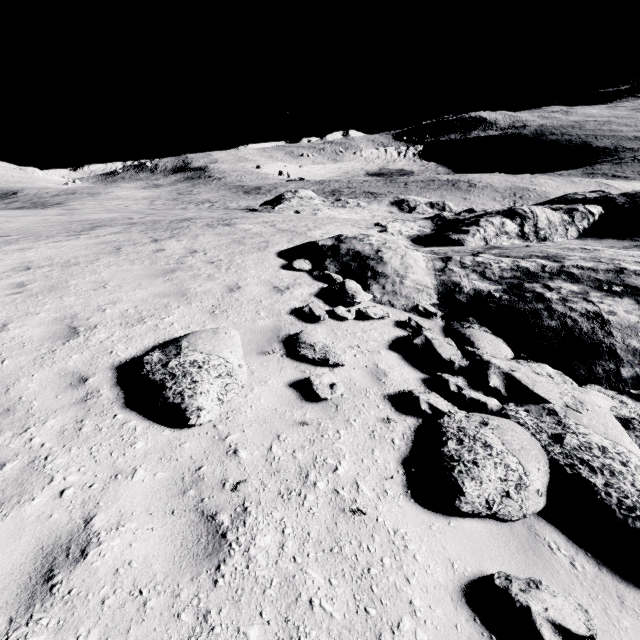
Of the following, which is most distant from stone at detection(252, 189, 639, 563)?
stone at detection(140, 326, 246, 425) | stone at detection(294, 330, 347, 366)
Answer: stone at detection(140, 326, 246, 425)

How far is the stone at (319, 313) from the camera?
6.6 meters

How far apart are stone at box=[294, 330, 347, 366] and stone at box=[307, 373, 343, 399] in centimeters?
48cm

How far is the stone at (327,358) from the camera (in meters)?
5.25

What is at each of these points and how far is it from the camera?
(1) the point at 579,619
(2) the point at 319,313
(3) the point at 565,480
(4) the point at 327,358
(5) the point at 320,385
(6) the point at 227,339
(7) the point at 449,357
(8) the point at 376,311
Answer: (1) stone, 2.5m
(2) stone, 6.6m
(3) stone, 3.7m
(4) stone, 5.2m
(5) stone, 4.6m
(6) stone, 5.0m
(7) stone, 5.7m
(8) stone, 7.3m

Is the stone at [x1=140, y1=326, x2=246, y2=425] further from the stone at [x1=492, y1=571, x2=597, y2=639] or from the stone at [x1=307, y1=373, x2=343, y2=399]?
the stone at [x1=492, y1=571, x2=597, y2=639]

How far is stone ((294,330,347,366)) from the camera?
5.2 meters

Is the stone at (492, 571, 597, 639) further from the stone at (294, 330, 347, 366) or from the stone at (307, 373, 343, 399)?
the stone at (294, 330, 347, 366)
